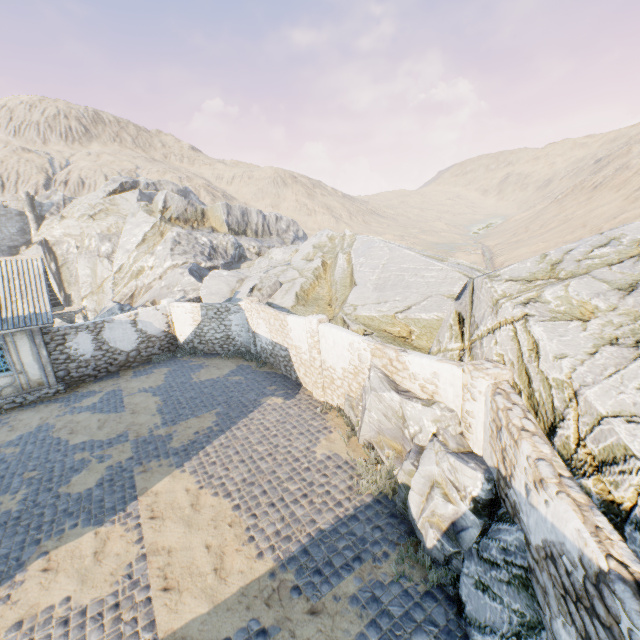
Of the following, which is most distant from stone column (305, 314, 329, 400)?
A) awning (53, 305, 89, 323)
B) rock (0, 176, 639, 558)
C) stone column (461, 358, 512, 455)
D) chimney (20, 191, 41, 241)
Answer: chimney (20, 191, 41, 241)

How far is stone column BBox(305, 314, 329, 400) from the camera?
11.6m

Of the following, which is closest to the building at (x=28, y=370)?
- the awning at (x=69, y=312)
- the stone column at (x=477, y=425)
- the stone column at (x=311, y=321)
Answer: the awning at (x=69, y=312)

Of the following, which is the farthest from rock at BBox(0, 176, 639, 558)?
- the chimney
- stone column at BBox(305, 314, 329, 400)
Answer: stone column at BBox(305, 314, 329, 400)

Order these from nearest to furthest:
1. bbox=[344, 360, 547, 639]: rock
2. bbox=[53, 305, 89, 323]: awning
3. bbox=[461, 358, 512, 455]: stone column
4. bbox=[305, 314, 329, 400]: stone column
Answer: bbox=[344, 360, 547, 639]: rock → bbox=[461, 358, 512, 455]: stone column → bbox=[305, 314, 329, 400]: stone column → bbox=[53, 305, 89, 323]: awning

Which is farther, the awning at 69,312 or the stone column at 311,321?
the awning at 69,312

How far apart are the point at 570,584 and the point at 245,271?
27.6m

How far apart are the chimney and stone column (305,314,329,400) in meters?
46.3 m
